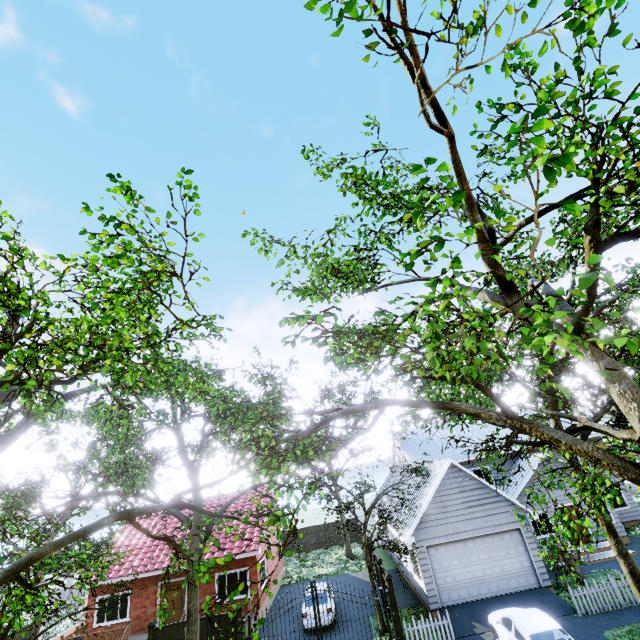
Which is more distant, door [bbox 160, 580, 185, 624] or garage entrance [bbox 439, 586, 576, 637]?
door [bbox 160, 580, 185, 624]

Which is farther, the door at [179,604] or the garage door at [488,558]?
the door at [179,604]

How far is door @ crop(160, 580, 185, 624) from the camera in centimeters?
1834cm

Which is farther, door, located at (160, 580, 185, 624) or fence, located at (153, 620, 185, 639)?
door, located at (160, 580, 185, 624)

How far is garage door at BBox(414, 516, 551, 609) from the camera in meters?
15.6 m

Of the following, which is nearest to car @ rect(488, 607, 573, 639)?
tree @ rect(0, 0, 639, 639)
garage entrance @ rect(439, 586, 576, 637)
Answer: garage entrance @ rect(439, 586, 576, 637)

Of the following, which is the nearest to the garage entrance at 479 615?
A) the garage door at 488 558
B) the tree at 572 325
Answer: the garage door at 488 558

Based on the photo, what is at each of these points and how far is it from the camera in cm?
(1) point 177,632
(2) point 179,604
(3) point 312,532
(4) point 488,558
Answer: (1) fence, 1377
(2) door, 1862
(3) fence, 3456
(4) garage door, 1611
